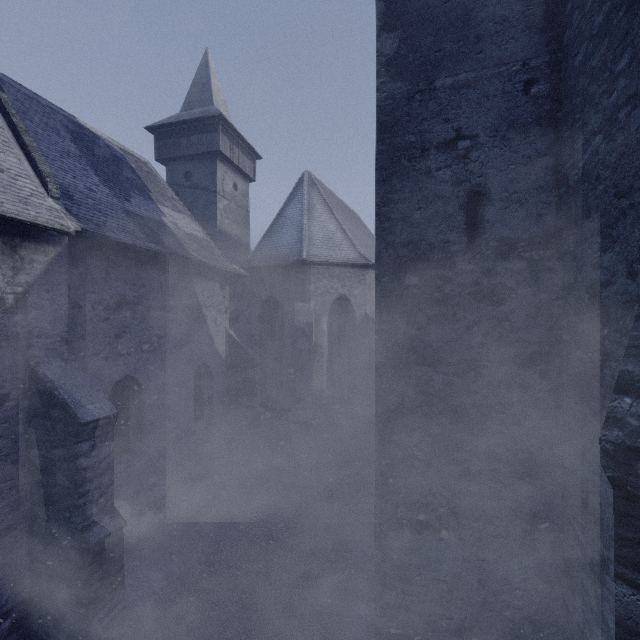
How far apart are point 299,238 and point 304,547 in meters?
9.7
